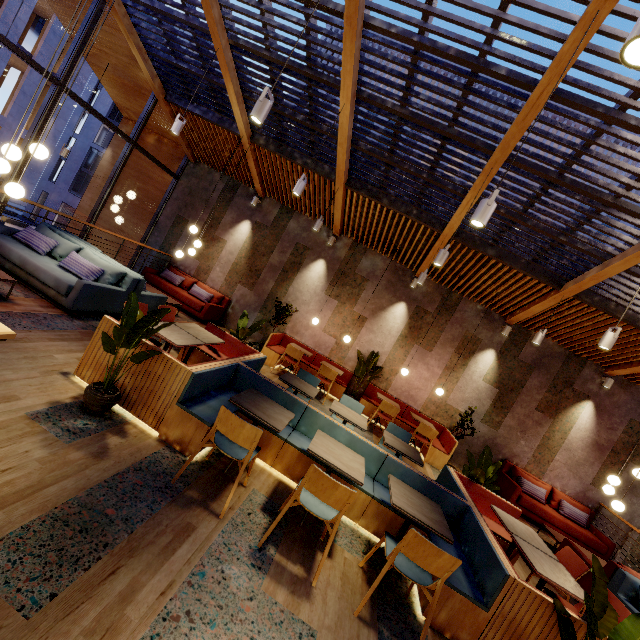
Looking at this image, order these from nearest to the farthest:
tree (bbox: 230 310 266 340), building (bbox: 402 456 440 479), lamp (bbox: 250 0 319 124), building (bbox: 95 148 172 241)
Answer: lamp (bbox: 250 0 319 124) → tree (bbox: 230 310 266 340) → building (bbox: 402 456 440 479) → building (bbox: 95 148 172 241)

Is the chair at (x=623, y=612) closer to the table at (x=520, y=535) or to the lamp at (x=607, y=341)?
the table at (x=520, y=535)

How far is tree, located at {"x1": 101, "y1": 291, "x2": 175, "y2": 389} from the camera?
3.0 meters

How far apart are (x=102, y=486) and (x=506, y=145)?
6.3 meters

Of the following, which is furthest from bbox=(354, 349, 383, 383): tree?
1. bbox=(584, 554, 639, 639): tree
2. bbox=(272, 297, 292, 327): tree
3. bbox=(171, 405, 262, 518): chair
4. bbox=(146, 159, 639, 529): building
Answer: bbox=(584, 554, 639, 639): tree

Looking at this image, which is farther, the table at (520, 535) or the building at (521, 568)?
the building at (521, 568)

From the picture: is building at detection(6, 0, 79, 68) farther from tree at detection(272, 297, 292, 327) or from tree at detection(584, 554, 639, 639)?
tree at detection(584, 554, 639, 639)

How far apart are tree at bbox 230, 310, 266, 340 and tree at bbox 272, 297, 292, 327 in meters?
2.8 m
